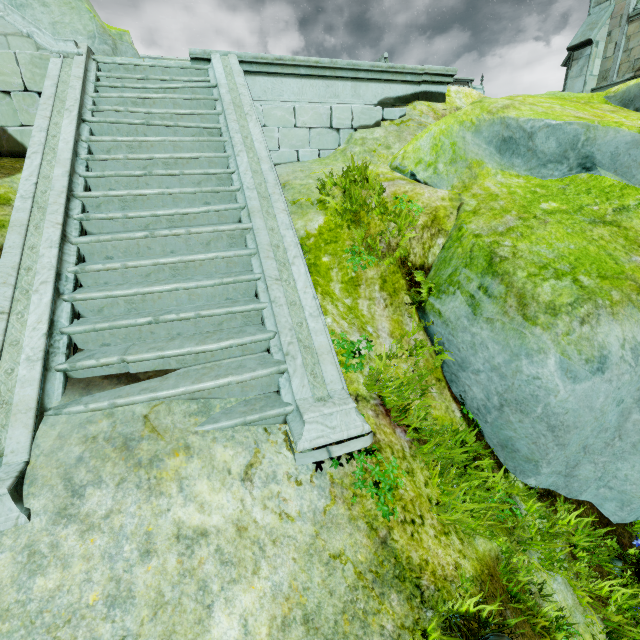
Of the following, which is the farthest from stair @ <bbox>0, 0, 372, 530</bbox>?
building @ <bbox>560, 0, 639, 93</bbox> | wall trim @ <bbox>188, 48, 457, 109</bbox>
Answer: building @ <bbox>560, 0, 639, 93</bbox>

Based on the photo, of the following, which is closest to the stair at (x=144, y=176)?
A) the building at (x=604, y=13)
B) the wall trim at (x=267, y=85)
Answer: the wall trim at (x=267, y=85)

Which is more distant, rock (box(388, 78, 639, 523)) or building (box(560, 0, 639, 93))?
building (box(560, 0, 639, 93))

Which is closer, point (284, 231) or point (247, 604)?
point (247, 604)

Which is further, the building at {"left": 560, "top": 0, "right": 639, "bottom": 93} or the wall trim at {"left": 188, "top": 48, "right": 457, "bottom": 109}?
the building at {"left": 560, "top": 0, "right": 639, "bottom": 93}

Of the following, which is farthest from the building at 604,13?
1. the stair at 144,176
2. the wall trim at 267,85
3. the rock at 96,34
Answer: the stair at 144,176

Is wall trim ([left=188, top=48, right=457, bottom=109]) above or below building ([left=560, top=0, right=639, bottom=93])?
below
